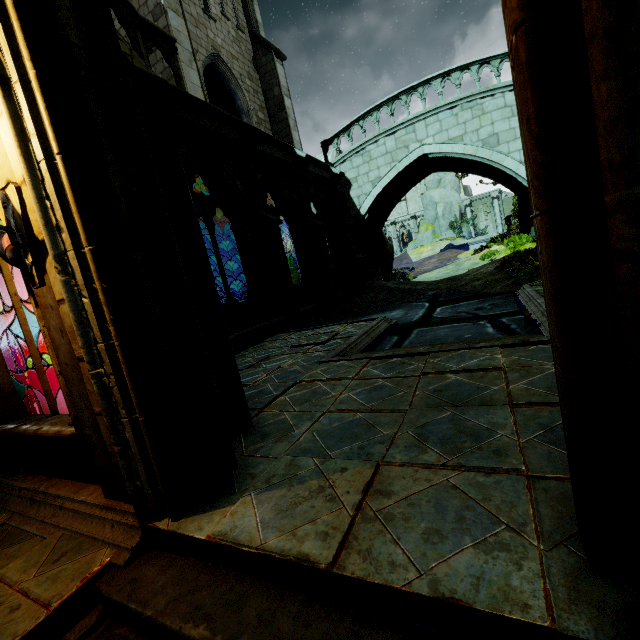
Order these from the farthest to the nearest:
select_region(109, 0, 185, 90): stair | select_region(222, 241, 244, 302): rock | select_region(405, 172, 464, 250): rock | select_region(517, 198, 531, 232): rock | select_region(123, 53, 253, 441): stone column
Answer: select_region(405, 172, 464, 250): rock, select_region(222, 241, 244, 302): rock, select_region(517, 198, 531, 232): rock, select_region(109, 0, 185, 90): stair, select_region(123, 53, 253, 441): stone column

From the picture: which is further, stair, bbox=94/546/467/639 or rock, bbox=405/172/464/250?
rock, bbox=405/172/464/250

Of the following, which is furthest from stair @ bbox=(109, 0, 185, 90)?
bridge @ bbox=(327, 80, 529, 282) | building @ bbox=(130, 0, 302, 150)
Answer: bridge @ bbox=(327, 80, 529, 282)

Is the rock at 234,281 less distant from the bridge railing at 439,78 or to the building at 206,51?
the building at 206,51

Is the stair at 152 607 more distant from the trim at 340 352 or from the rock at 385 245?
the rock at 385 245

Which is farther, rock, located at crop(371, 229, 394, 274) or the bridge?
rock, located at crop(371, 229, 394, 274)

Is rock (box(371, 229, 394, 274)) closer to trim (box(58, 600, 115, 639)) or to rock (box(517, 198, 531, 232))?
rock (box(517, 198, 531, 232))

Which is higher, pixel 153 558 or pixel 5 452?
pixel 5 452
